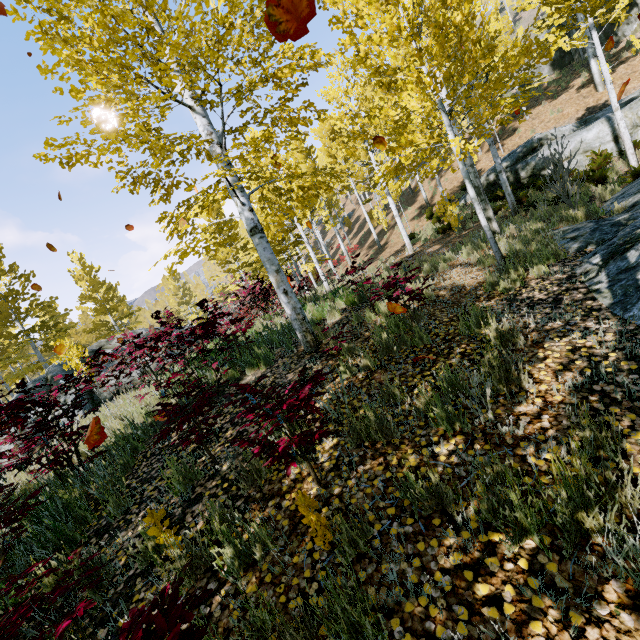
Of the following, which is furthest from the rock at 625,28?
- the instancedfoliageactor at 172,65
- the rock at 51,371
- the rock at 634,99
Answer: the rock at 51,371

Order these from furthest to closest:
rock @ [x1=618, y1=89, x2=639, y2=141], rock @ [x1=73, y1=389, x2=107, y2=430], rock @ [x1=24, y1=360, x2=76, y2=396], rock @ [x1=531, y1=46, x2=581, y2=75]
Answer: rock @ [x1=531, y1=46, x2=581, y2=75] → rock @ [x1=618, y1=89, x2=639, y2=141] → rock @ [x1=24, y1=360, x2=76, y2=396] → rock @ [x1=73, y1=389, x2=107, y2=430]

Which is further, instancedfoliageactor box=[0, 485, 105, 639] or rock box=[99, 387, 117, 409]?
rock box=[99, 387, 117, 409]

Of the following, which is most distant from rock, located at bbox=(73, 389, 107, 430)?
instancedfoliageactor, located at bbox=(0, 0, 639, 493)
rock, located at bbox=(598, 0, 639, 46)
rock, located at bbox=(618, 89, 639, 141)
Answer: rock, located at bbox=(598, 0, 639, 46)

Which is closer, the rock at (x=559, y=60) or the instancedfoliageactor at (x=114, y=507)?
the instancedfoliageactor at (x=114, y=507)

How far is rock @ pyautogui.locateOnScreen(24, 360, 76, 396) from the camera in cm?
1039

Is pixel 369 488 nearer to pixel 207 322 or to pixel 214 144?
pixel 207 322

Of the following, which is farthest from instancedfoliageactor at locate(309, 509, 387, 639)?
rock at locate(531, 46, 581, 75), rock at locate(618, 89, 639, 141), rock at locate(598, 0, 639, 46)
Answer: rock at locate(531, 46, 581, 75)
